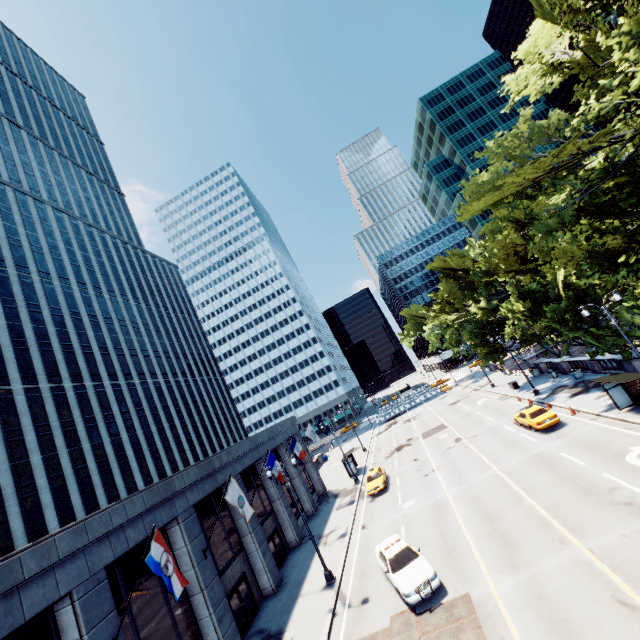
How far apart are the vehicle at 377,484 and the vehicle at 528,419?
13.03m

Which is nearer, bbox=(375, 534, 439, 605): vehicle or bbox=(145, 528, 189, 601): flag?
bbox=(145, 528, 189, 601): flag

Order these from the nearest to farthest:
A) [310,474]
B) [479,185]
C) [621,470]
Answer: [621,470] < [479,185] < [310,474]

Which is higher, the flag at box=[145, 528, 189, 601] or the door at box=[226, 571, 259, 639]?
the flag at box=[145, 528, 189, 601]

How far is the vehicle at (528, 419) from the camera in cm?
2427

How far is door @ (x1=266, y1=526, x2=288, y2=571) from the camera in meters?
24.7

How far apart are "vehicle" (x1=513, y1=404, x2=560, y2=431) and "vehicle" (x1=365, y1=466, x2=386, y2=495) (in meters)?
13.03

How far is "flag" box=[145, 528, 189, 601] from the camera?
11.50m
